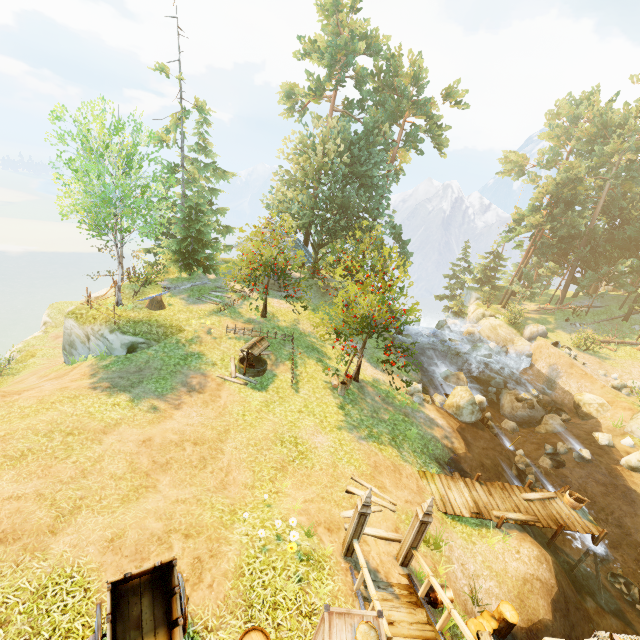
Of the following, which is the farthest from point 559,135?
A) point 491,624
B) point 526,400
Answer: point 491,624

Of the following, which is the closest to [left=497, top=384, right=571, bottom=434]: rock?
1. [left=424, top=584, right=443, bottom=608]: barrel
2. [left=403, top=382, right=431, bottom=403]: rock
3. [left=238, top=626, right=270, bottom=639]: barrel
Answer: [left=403, top=382, right=431, bottom=403]: rock

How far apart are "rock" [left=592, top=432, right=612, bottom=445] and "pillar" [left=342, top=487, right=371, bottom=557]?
19.3m

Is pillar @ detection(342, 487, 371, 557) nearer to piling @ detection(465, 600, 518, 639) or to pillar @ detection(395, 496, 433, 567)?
pillar @ detection(395, 496, 433, 567)

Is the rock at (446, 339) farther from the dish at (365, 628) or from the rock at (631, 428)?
the dish at (365, 628)

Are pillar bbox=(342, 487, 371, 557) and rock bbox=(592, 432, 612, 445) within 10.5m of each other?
no

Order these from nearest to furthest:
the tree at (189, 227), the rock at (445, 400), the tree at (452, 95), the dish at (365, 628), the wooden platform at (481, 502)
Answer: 1. the dish at (365, 628)
2. the wooden platform at (481, 502)
3. the tree at (189, 227)
4. the rock at (445, 400)
5. the tree at (452, 95)

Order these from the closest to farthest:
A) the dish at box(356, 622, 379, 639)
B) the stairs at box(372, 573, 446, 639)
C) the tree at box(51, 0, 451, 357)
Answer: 1. the dish at box(356, 622, 379, 639)
2. the stairs at box(372, 573, 446, 639)
3. the tree at box(51, 0, 451, 357)
